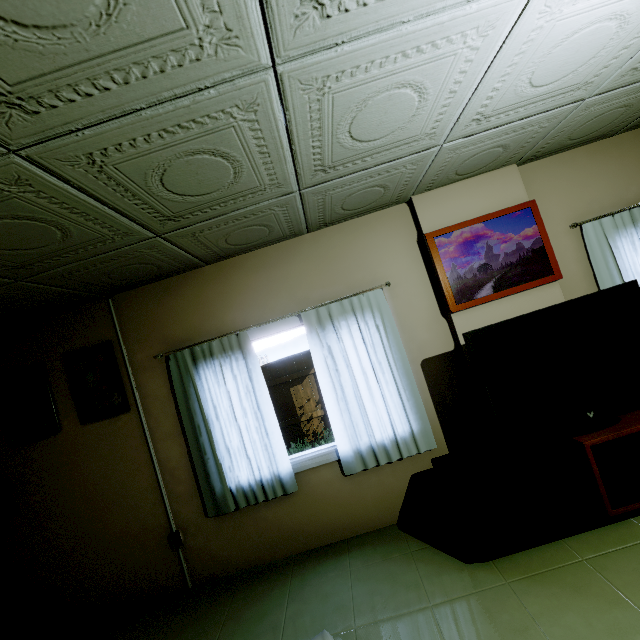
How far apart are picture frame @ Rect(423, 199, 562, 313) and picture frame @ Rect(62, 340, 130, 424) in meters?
3.1

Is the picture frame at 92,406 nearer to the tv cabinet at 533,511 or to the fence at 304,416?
the tv cabinet at 533,511

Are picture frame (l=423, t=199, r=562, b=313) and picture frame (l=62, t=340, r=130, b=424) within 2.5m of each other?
no

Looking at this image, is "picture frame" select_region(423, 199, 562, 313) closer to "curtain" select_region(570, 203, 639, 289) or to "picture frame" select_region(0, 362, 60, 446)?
"curtain" select_region(570, 203, 639, 289)

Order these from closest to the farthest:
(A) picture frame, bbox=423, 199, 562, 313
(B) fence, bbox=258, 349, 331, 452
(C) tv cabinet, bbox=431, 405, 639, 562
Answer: (C) tv cabinet, bbox=431, 405, 639, 562 → (A) picture frame, bbox=423, 199, 562, 313 → (B) fence, bbox=258, 349, 331, 452

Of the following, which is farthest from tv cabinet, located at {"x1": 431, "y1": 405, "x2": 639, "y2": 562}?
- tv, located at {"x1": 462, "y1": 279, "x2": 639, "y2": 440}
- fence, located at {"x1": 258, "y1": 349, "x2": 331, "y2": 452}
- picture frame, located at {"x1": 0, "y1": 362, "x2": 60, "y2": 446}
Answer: fence, located at {"x1": 258, "y1": 349, "x2": 331, "y2": 452}

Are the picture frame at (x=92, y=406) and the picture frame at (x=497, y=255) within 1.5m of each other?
no

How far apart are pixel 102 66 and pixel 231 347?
2.3m
